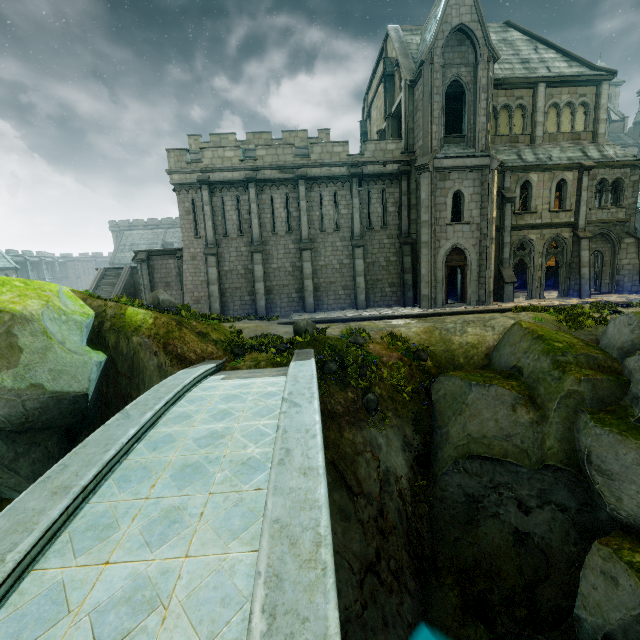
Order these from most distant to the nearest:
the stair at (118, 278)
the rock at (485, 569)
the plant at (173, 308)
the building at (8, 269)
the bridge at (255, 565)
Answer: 1. the building at (8, 269)
2. the stair at (118, 278)
3. the plant at (173, 308)
4. the rock at (485, 569)
5. the bridge at (255, 565)

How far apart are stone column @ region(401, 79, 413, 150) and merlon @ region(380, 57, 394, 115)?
2.38m

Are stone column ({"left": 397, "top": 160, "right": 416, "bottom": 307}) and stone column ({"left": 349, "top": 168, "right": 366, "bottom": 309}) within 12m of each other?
yes

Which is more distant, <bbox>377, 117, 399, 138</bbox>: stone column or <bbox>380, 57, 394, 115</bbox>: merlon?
<bbox>377, 117, 399, 138</bbox>: stone column

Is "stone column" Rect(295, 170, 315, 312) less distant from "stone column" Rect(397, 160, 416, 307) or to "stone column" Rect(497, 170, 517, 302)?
"stone column" Rect(397, 160, 416, 307)

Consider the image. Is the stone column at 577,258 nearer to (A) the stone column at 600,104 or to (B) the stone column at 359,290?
(A) the stone column at 600,104

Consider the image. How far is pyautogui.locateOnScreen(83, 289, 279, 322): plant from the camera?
12.01m

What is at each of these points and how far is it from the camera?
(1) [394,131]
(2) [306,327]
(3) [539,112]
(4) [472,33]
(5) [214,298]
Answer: (1) stone column, 23.7m
(2) plant, 13.1m
(3) stone column, 20.7m
(4) building, 17.9m
(5) stone column, 21.0m
